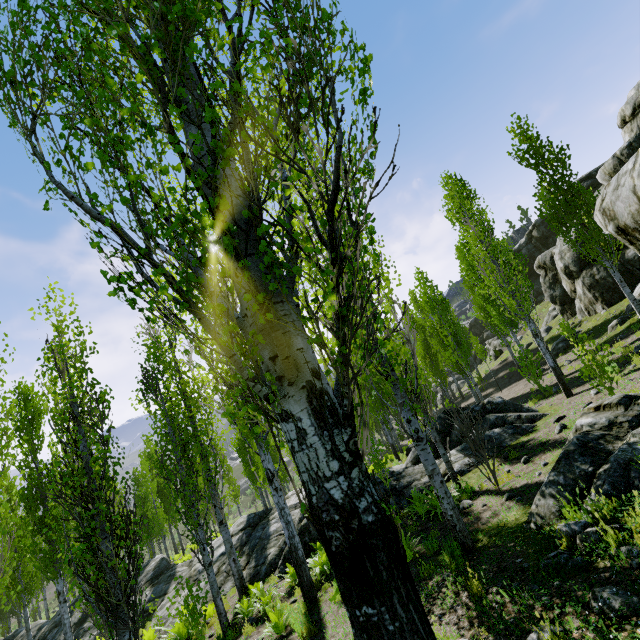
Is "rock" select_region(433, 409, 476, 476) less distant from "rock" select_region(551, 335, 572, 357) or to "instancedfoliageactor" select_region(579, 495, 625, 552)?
"instancedfoliageactor" select_region(579, 495, 625, 552)

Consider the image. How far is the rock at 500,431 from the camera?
11.4m

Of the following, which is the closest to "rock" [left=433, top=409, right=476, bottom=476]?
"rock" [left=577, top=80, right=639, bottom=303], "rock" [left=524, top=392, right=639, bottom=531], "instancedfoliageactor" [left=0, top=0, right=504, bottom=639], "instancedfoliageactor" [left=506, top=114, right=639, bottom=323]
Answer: "instancedfoliageactor" [left=0, top=0, right=504, bottom=639]

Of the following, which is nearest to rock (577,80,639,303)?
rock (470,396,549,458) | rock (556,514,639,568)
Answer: rock (470,396,549,458)

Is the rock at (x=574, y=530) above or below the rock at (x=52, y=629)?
above

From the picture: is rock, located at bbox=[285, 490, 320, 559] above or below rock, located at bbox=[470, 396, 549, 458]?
below

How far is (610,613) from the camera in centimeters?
288cm

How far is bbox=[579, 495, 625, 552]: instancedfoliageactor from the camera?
3.57m
